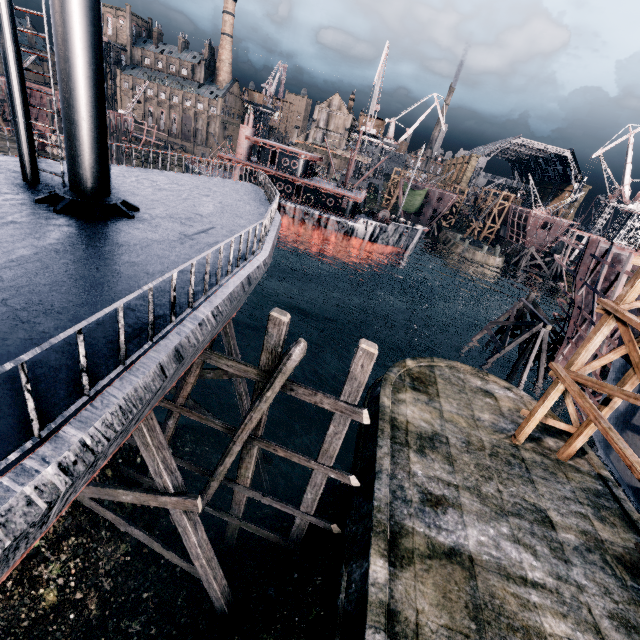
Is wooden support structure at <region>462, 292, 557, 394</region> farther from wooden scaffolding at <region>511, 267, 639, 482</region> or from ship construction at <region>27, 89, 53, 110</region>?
ship construction at <region>27, 89, 53, 110</region>

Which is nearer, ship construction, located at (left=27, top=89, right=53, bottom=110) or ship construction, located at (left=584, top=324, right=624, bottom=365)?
ship construction, located at (left=584, top=324, right=624, bottom=365)

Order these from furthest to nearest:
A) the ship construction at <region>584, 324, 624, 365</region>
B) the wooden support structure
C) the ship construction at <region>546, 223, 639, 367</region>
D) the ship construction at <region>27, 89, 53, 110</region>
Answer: the ship construction at <region>27, 89, 53, 110</region>
the wooden support structure
the ship construction at <region>546, 223, 639, 367</region>
the ship construction at <region>584, 324, 624, 365</region>

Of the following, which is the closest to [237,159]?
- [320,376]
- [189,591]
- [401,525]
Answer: [320,376]

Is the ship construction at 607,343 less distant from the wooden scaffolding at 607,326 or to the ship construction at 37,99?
the wooden scaffolding at 607,326

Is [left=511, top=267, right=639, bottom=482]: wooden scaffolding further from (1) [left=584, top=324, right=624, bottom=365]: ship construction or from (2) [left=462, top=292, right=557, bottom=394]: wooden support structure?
(2) [left=462, top=292, right=557, bottom=394]: wooden support structure

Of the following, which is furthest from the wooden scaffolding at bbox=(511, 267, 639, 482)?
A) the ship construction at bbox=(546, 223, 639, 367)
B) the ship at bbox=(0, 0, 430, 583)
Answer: the ship at bbox=(0, 0, 430, 583)

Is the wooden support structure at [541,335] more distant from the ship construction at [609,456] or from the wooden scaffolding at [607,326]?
the wooden scaffolding at [607,326]
